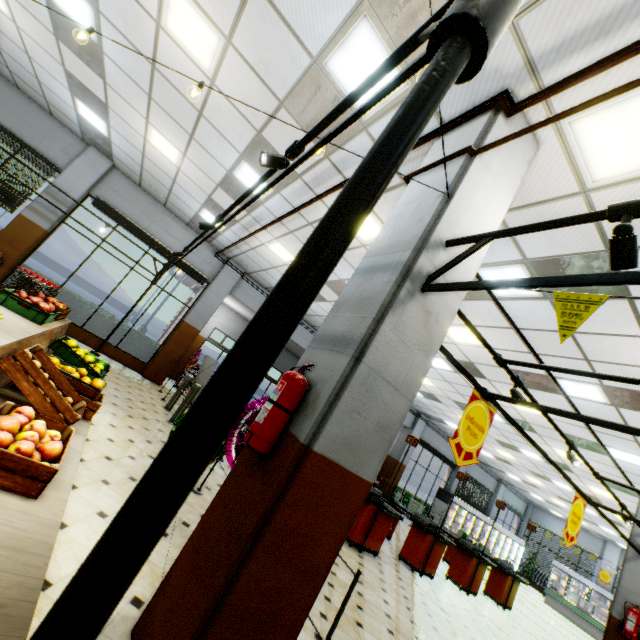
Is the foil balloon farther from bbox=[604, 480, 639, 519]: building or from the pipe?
the pipe

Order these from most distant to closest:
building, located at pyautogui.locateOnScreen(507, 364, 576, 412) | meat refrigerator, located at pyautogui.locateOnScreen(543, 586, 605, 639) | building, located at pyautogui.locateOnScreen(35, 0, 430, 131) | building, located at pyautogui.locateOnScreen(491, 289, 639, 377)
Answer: meat refrigerator, located at pyautogui.locateOnScreen(543, 586, 605, 639)
building, located at pyautogui.locateOnScreen(507, 364, 576, 412)
building, located at pyautogui.locateOnScreen(491, 289, 639, 377)
building, located at pyautogui.locateOnScreen(35, 0, 430, 131)

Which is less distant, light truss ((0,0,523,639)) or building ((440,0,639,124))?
light truss ((0,0,523,639))

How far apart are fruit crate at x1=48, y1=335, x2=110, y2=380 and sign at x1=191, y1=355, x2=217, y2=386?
4.9 meters

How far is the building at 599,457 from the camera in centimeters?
820cm

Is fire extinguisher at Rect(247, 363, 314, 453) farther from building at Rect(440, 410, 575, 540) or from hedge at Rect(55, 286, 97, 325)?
hedge at Rect(55, 286, 97, 325)

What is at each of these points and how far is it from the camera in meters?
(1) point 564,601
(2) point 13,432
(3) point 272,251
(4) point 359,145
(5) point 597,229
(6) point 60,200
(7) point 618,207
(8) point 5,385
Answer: (1) meat refrigerator, 16.8 m
(2) apples, 2.1 m
(3) building, 9.0 m
(4) building, 4.3 m
(5) building, 3.5 m
(6) building, 9.2 m
(7) light truss, 1.6 m
(8) wooden stand, 3.1 m
